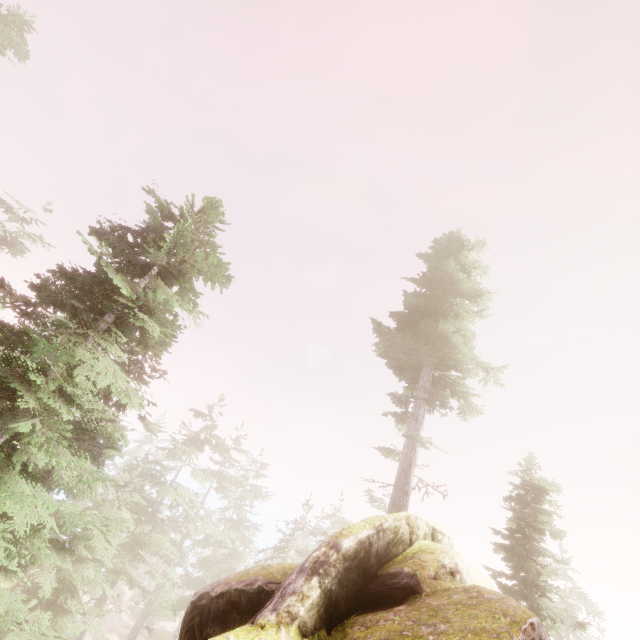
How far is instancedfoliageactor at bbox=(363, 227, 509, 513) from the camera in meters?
14.9 m

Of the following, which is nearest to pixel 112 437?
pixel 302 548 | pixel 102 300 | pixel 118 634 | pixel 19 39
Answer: pixel 102 300

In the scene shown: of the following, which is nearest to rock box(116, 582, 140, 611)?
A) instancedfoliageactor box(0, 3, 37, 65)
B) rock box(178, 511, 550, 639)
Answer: instancedfoliageactor box(0, 3, 37, 65)

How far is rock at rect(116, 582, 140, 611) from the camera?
49.2m

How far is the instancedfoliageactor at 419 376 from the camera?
14.90m

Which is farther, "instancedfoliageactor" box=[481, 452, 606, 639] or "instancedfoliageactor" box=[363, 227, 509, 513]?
"instancedfoliageactor" box=[363, 227, 509, 513]

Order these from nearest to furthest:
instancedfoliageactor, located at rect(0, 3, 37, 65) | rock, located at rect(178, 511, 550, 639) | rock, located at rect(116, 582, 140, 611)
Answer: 1. rock, located at rect(178, 511, 550, 639)
2. instancedfoliageactor, located at rect(0, 3, 37, 65)
3. rock, located at rect(116, 582, 140, 611)

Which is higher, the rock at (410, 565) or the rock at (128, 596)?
the rock at (410, 565)
